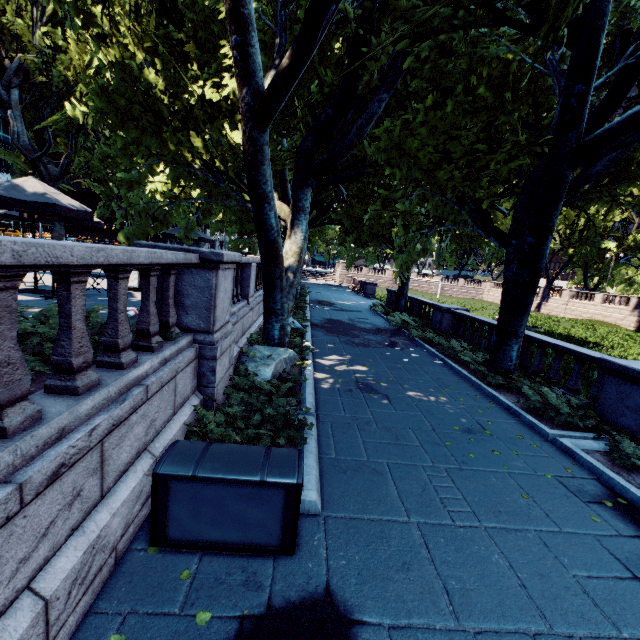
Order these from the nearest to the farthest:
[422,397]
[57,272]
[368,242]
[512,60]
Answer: [57,272] < [422,397] < [512,60] < [368,242]

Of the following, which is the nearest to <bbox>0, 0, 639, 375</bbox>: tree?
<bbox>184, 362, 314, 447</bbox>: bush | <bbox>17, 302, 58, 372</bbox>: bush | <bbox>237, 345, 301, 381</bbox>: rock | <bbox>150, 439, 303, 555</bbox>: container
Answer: <bbox>237, 345, 301, 381</bbox>: rock

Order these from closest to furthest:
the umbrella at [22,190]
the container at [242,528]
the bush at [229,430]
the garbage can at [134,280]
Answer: the container at [242,528], the bush at [229,430], the umbrella at [22,190], the garbage can at [134,280]

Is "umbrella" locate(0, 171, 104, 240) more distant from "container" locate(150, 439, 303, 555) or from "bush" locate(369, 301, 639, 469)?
"bush" locate(369, 301, 639, 469)

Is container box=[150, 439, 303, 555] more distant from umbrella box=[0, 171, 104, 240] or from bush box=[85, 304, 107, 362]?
umbrella box=[0, 171, 104, 240]

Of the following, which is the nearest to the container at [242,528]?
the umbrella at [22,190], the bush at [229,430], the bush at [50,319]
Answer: the bush at [229,430]

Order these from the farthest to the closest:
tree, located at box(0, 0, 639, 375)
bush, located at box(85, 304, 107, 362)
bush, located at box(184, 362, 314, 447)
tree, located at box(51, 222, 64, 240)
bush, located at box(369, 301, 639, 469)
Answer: tree, located at box(51, 222, 64, 240), tree, located at box(0, 0, 639, 375), bush, located at box(369, 301, 639, 469), bush, located at box(184, 362, 314, 447), bush, located at box(85, 304, 107, 362)

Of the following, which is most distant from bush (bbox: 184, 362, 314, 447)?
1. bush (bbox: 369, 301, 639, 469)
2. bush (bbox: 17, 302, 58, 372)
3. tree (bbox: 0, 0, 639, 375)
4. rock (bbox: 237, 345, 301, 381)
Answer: bush (bbox: 369, 301, 639, 469)
